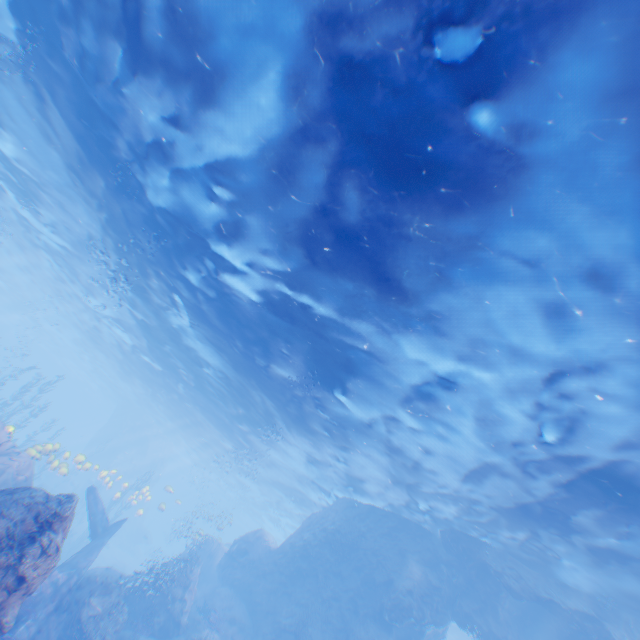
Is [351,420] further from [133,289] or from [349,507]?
[133,289]

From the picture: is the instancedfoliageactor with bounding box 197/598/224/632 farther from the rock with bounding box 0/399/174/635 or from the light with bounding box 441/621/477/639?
the light with bounding box 441/621/477/639

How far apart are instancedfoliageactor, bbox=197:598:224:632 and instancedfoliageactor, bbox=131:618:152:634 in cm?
300

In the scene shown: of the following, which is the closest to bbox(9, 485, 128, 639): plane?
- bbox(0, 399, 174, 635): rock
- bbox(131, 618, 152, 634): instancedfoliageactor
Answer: bbox(0, 399, 174, 635): rock

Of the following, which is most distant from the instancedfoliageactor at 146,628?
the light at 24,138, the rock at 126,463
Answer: the light at 24,138

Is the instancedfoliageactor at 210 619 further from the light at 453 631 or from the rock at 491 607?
the light at 453 631

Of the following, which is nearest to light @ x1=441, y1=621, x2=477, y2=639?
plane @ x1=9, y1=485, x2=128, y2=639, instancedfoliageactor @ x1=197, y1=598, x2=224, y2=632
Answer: plane @ x1=9, y1=485, x2=128, y2=639
